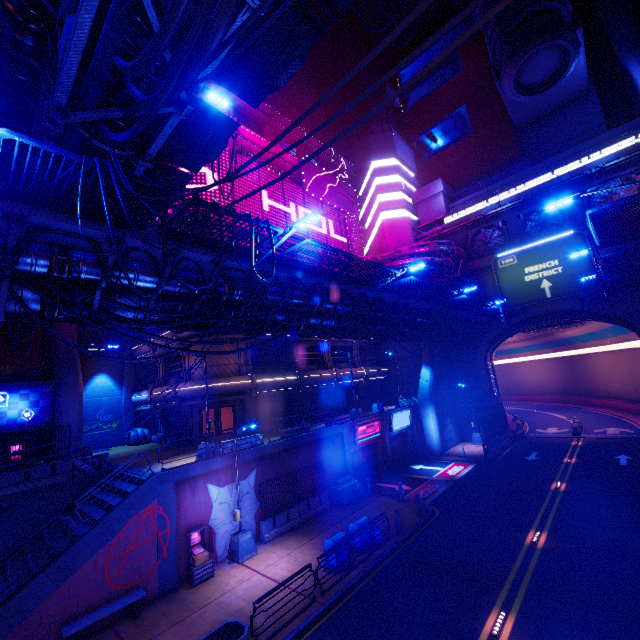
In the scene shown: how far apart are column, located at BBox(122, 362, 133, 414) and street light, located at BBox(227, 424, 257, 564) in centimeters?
1918cm

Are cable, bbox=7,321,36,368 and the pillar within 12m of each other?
no

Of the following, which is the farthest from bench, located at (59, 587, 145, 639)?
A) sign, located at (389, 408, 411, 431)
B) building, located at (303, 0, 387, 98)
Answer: building, located at (303, 0, 387, 98)

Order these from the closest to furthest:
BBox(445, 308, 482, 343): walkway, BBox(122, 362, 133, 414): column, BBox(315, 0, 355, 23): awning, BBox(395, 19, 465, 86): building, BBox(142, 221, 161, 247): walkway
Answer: BBox(142, 221, 161, 247): walkway, BBox(315, 0, 355, 23): awning, BBox(445, 308, 482, 343): walkway, BBox(122, 362, 133, 414): column, BBox(395, 19, 465, 86): building

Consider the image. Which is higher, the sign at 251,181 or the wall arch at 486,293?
the sign at 251,181

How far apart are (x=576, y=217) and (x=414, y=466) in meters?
28.7

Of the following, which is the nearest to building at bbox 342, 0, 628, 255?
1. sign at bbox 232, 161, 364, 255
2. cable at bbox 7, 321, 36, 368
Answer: sign at bbox 232, 161, 364, 255

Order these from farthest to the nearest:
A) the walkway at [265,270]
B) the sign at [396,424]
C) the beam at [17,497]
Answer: the sign at [396,424] → the beam at [17,497] → the walkway at [265,270]
